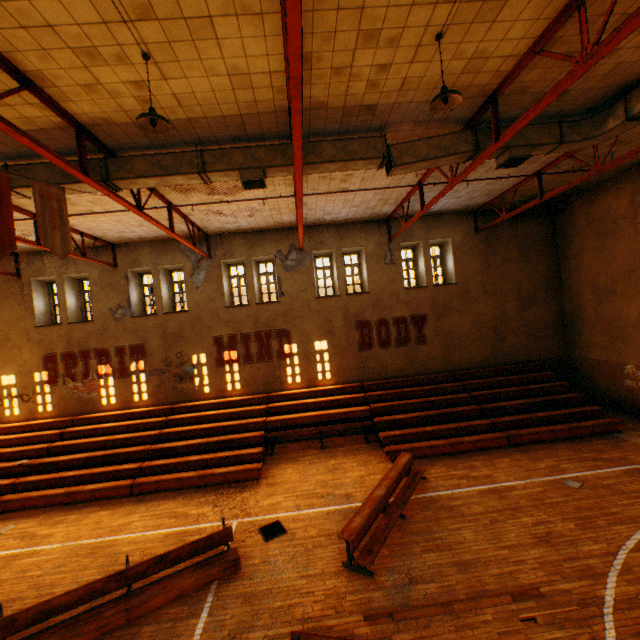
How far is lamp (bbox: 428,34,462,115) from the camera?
4.65m

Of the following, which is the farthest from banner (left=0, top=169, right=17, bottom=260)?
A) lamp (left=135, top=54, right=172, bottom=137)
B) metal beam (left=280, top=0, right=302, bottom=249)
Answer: metal beam (left=280, top=0, right=302, bottom=249)

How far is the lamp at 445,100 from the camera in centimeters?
465cm

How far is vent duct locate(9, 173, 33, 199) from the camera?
6.66m

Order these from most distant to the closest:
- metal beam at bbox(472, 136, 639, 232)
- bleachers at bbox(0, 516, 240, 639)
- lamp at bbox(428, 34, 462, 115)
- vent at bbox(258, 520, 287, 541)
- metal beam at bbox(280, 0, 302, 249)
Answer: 1. metal beam at bbox(472, 136, 639, 232)
2. vent at bbox(258, 520, 287, 541)
3. bleachers at bbox(0, 516, 240, 639)
4. lamp at bbox(428, 34, 462, 115)
5. metal beam at bbox(280, 0, 302, 249)

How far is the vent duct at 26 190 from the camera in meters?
6.7

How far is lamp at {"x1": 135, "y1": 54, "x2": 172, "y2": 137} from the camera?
4.5m

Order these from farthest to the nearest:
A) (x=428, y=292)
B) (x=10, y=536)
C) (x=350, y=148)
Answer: (x=428, y=292) → (x=10, y=536) → (x=350, y=148)
